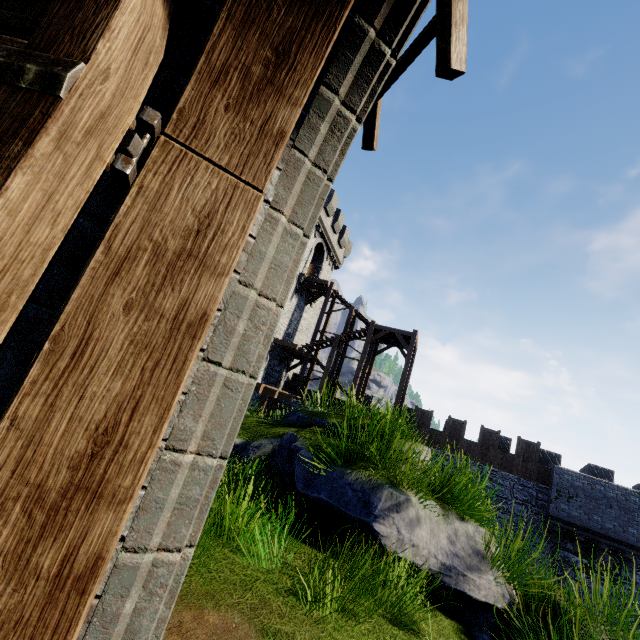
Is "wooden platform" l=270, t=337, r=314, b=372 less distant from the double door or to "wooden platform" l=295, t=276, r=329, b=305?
"wooden platform" l=295, t=276, r=329, b=305

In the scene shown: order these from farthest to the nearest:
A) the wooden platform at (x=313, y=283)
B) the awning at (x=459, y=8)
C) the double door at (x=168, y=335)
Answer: the wooden platform at (x=313, y=283)
the awning at (x=459, y=8)
the double door at (x=168, y=335)

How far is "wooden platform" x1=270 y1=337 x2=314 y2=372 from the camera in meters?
22.9 m

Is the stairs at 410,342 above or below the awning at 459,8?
above

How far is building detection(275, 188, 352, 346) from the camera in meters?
26.1 m

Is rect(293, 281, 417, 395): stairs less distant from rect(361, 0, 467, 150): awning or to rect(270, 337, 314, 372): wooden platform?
rect(270, 337, 314, 372): wooden platform

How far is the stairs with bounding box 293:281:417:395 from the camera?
21.97m

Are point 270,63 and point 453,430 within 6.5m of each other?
no
